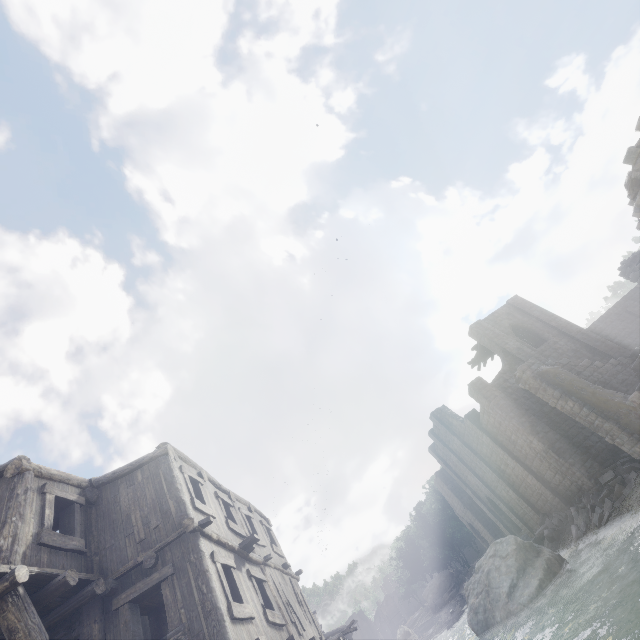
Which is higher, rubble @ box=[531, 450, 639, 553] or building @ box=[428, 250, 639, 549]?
building @ box=[428, 250, 639, 549]

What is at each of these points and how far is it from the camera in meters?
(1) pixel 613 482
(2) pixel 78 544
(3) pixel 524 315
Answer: (1) rubble, 17.9
(2) building, 7.5
(3) building, 28.5

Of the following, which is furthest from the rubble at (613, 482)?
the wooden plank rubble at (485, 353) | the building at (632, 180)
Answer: the wooden plank rubble at (485, 353)

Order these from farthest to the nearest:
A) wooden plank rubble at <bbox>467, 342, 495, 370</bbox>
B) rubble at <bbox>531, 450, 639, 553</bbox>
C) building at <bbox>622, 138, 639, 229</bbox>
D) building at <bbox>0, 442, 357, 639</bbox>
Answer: wooden plank rubble at <bbox>467, 342, 495, 370</bbox>
rubble at <bbox>531, 450, 639, 553</bbox>
building at <bbox>622, 138, 639, 229</bbox>
building at <bbox>0, 442, 357, 639</bbox>

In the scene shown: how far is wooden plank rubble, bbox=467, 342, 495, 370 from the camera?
29.4m

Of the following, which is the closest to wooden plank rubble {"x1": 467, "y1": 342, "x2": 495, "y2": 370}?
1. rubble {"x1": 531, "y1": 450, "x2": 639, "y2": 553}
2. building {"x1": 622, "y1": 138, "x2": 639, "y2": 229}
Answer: building {"x1": 622, "y1": 138, "x2": 639, "y2": 229}
